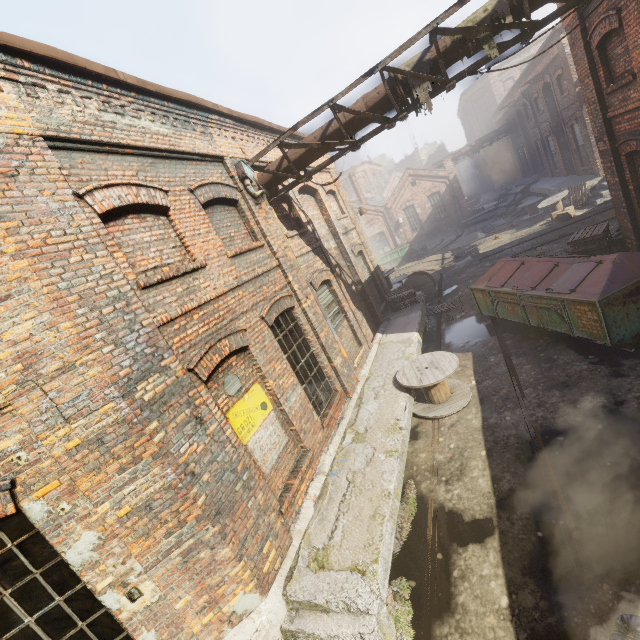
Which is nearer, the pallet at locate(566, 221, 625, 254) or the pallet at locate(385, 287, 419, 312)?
the pallet at locate(566, 221, 625, 254)

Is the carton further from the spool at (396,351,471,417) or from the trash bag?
the trash bag

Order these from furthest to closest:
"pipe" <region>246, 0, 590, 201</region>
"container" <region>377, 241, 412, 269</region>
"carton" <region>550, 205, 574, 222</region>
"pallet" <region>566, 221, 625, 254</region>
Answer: "container" <region>377, 241, 412, 269</region> < "carton" <region>550, 205, 574, 222</region> < "pallet" <region>566, 221, 625, 254</region> < "pipe" <region>246, 0, 590, 201</region>

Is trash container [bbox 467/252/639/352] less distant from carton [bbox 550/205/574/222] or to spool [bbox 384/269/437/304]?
spool [bbox 384/269/437/304]

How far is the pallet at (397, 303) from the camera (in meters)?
13.52

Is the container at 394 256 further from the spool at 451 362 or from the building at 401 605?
the spool at 451 362

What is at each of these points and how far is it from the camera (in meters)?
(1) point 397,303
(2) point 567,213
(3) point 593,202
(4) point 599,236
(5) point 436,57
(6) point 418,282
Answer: (1) pallet, 13.72
(2) carton, 16.75
(3) building, 16.61
(4) pallet, 9.45
(5) pipe, 6.00
(6) spool, 15.36

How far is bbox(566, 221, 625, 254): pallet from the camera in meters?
9.5 m
